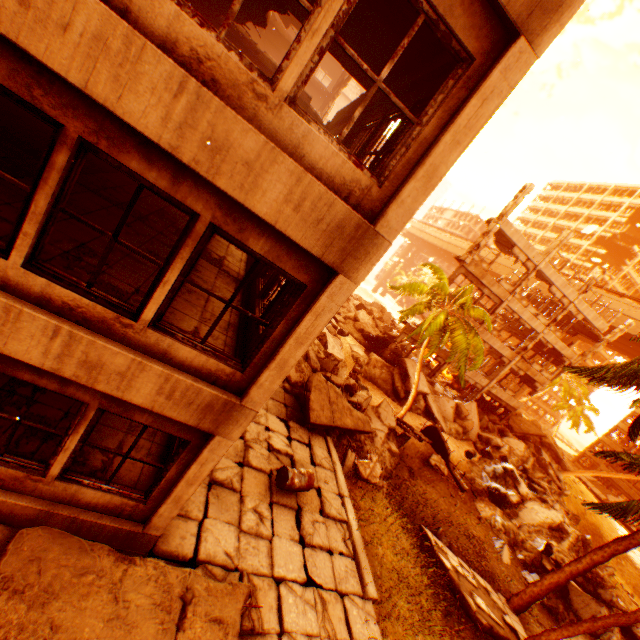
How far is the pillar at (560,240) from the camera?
22.0 meters

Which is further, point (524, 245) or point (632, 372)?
point (524, 245)

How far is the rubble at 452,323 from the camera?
16.1m

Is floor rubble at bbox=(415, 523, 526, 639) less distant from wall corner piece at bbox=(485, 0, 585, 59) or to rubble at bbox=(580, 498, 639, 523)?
rubble at bbox=(580, 498, 639, 523)

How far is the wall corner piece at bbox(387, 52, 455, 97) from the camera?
4.4 meters

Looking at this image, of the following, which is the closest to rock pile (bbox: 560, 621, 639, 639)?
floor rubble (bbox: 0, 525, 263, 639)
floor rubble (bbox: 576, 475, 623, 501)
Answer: floor rubble (bbox: 576, 475, 623, 501)

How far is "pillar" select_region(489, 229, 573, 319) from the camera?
22.0m

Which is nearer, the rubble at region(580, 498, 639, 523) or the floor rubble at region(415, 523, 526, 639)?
the rubble at region(580, 498, 639, 523)
